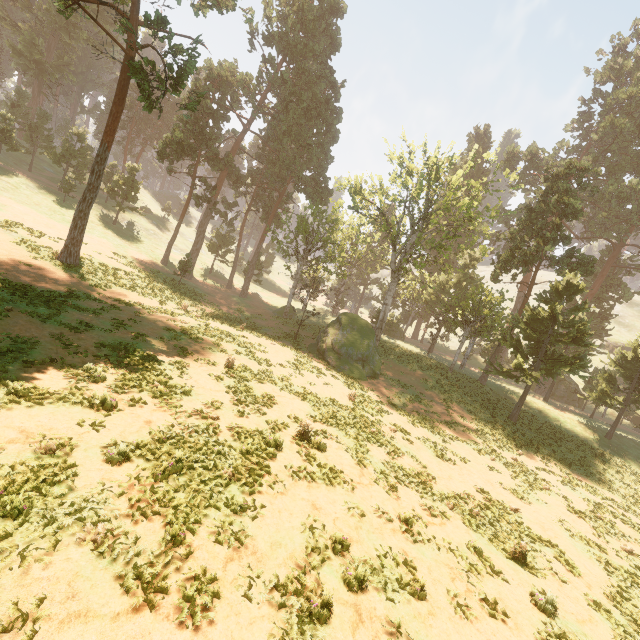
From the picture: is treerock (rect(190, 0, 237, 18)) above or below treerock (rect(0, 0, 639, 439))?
above

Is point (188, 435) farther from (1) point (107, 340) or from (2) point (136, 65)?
(2) point (136, 65)

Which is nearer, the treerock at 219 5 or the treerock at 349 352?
the treerock at 219 5

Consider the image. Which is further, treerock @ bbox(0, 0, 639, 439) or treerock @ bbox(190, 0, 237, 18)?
treerock @ bbox(0, 0, 639, 439)

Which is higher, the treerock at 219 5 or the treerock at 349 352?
the treerock at 219 5
